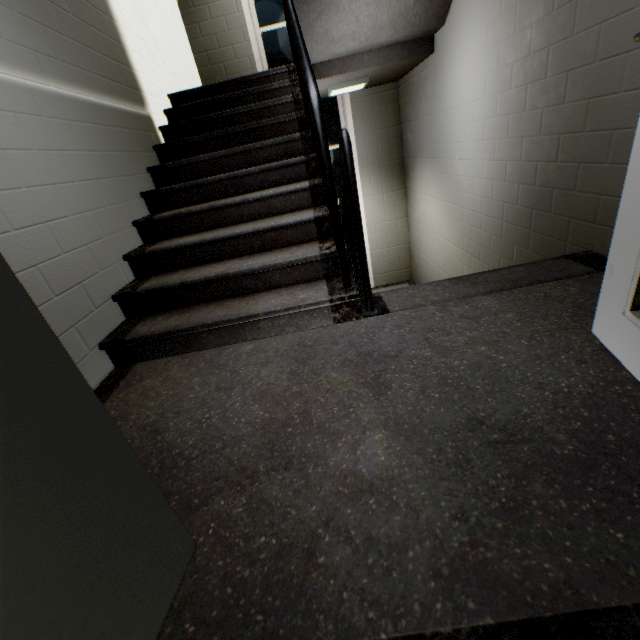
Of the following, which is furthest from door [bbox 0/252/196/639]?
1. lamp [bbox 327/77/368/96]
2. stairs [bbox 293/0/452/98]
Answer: lamp [bbox 327/77/368/96]

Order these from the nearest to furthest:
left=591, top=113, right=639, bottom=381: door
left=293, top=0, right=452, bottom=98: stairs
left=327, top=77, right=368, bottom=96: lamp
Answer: left=591, top=113, right=639, bottom=381: door → left=293, top=0, right=452, bottom=98: stairs → left=327, top=77, right=368, bottom=96: lamp

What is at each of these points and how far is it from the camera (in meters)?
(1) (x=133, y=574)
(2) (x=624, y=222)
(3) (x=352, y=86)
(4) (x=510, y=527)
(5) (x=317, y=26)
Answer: (1) door, 0.67
(2) door, 1.08
(3) lamp, 4.21
(4) stairs, 0.77
(5) stairs, 3.02

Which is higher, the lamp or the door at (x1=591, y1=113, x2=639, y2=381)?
the lamp

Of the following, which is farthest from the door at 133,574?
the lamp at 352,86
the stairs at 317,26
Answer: the lamp at 352,86

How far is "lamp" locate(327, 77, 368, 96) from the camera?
4.18m

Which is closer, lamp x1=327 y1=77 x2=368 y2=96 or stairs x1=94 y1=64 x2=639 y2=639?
stairs x1=94 y1=64 x2=639 y2=639

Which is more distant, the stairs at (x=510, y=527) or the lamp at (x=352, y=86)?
the lamp at (x=352, y=86)
